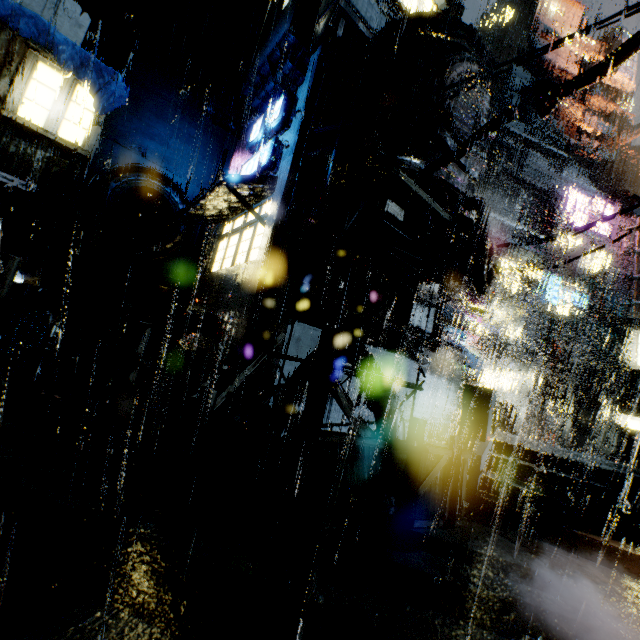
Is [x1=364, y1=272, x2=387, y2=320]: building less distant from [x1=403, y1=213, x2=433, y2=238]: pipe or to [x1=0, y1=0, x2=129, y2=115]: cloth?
[x1=0, y1=0, x2=129, y2=115]: cloth

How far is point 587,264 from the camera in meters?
25.8

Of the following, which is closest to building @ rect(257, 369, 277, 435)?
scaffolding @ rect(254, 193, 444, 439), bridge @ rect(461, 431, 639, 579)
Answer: bridge @ rect(461, 431, 639, 579)

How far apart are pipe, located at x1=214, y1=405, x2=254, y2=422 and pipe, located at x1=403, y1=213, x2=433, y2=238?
7.5 meters

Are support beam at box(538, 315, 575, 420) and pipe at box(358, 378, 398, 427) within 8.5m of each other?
no

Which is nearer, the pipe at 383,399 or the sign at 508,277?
the pipe at 383,399

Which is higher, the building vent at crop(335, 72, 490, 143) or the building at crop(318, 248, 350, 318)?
the building vent at crop(335, 72, 490, 143)

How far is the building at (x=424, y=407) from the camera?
15.44m
